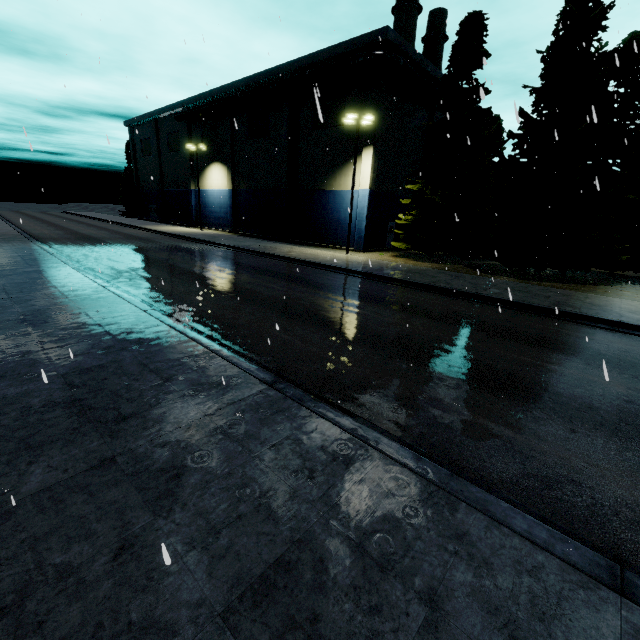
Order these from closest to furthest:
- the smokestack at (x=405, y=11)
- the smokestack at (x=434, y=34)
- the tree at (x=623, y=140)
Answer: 1. the tree at (x=623, y=140)
2. the smokestack at (x=405, y=11)
3. the smokestack at (x=434, y=34)

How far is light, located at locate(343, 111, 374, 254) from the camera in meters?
22.6

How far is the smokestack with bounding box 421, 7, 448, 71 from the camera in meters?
40.3 m

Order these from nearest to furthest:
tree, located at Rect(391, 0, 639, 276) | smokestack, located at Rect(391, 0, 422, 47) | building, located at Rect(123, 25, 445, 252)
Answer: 1. tree, located at Rect(391, 0, 639, 276)
2. building, located at Rect(123, 25, 445, 252)
3. smokestack, located at Rect(391, 0, 422, 47)

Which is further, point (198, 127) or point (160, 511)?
point (198, 127)

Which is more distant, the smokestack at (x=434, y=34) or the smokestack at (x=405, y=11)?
the smokestack at (x=434, y=34)

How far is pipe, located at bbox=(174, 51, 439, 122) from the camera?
23.55m

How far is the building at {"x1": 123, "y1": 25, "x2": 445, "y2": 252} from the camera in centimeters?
2645cm
